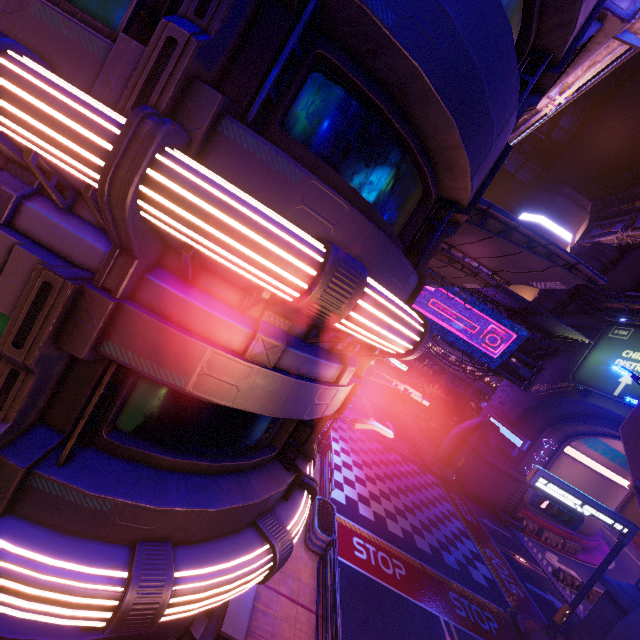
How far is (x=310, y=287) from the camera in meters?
3.4

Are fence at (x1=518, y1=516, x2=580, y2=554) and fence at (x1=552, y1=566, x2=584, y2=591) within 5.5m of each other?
yes

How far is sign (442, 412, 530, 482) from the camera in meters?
24.0

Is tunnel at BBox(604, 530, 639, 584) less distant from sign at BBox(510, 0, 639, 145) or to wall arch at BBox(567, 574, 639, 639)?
wall arch at BBox(567, 574, 639, 639)

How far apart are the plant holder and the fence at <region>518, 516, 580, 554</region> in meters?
25.8

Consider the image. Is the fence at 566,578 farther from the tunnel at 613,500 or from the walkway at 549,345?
the walkway at 549,345

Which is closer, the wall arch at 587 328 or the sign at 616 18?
the sign at 616 18

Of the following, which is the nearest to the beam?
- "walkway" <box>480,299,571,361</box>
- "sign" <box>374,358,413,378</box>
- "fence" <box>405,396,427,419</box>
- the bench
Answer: the bench
